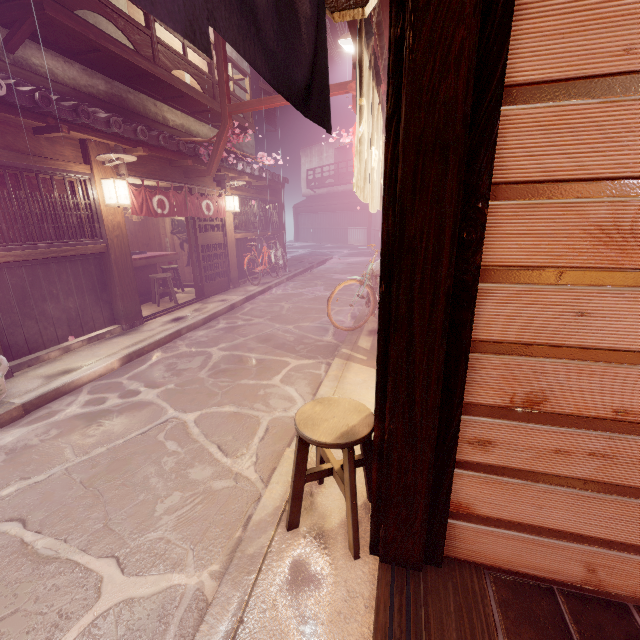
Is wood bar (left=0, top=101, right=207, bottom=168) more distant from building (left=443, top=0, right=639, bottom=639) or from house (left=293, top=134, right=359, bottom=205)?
house (left=293, top=134, right=359, bottom=205)

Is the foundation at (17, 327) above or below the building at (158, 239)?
below

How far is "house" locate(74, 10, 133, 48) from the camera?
11.0 meters

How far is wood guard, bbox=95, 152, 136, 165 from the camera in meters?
9.2

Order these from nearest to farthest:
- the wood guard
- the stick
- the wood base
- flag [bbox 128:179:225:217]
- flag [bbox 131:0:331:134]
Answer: flag [bbox 131:0:331:134]
the wood base
the stick
the wood guard
flag [bbox 128:179:225:217]

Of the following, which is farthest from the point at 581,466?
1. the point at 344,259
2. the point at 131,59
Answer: the point at 344,259

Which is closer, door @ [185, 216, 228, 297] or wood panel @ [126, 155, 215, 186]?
wood panel @ [126, 155, 215, 186]

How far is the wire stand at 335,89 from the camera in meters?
11.3 m
